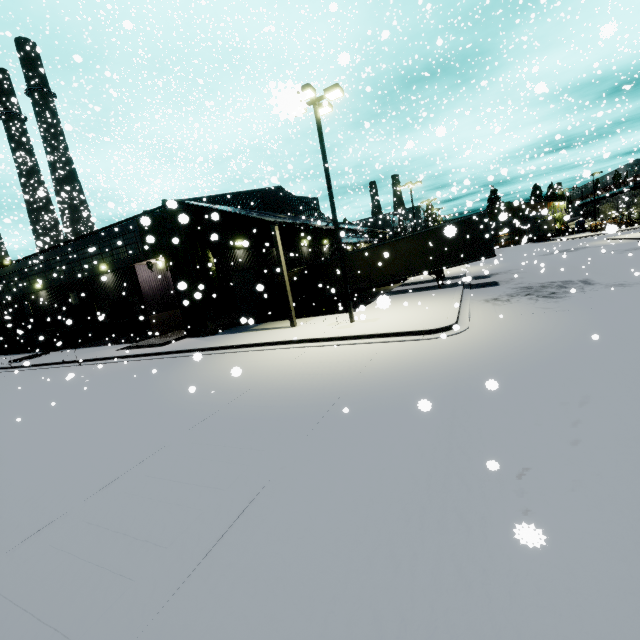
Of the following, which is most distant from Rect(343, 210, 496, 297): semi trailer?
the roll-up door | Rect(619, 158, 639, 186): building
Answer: the roll-up door

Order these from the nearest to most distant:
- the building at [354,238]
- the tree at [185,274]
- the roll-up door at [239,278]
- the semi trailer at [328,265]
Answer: the tree at [185,274] → the roll-up door at [239,278] → the building at [354,238] → the semi trailer at [328,265]

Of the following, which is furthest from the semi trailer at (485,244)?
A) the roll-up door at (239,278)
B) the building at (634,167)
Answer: the roll-up door at (239,278)

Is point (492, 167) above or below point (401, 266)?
above

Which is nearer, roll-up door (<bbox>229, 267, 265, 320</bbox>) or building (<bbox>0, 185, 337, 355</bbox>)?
building (<bbox>0, 185, 337, 355</bbox>)

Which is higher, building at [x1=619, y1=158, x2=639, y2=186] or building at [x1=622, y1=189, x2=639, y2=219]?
building at [x1=619, y1=158, x2=639, y2=186]

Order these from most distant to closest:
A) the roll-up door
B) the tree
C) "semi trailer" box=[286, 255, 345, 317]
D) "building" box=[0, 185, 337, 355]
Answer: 1. "semi trailer" box=[286, 255, 345, 317]
2. the roll-up door
3. "building" box=[0, 185, 337, 355]
4. the tree

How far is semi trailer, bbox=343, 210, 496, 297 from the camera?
19.34m
